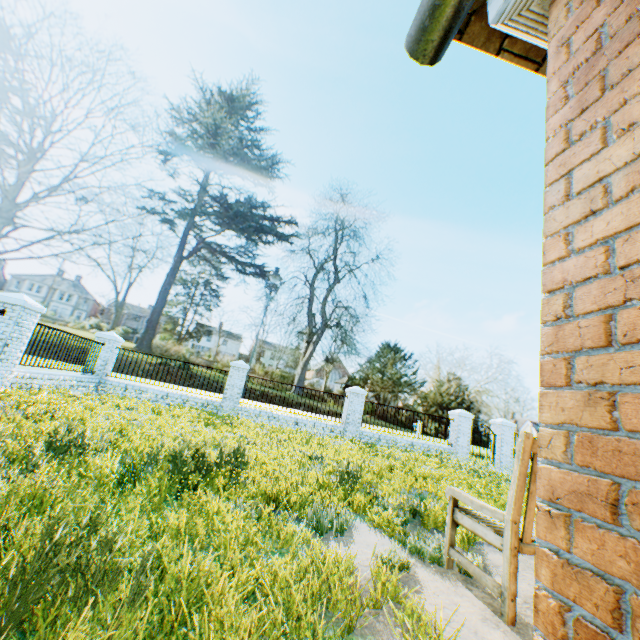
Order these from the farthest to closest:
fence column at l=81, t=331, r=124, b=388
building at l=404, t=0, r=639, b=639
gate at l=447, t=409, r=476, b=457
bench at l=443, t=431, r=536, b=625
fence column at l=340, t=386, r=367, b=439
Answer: gate at l=447, t=409, r=476, b=457 → fence column at l=340, t=386, r=367, b=439 → fence column at l=81, t=331, r=124, b=388 → bench at l=443, t=431, r=536, b=625 → building at l=404, t=0, r=639, b=639

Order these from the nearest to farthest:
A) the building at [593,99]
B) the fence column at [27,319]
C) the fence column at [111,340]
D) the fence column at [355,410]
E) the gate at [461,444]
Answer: the building at [593,99] → the fence column at [27,319] → the fence column at [111,340] → the fence column at [355,410] → the gate at [461,444]

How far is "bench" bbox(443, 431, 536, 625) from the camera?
2.5 meters

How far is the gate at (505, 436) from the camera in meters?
15.8 m

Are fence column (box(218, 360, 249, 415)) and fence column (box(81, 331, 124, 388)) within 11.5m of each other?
yes

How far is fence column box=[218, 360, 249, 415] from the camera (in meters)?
13.83

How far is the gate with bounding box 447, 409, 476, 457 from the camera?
15.5m

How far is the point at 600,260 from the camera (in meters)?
1.17
